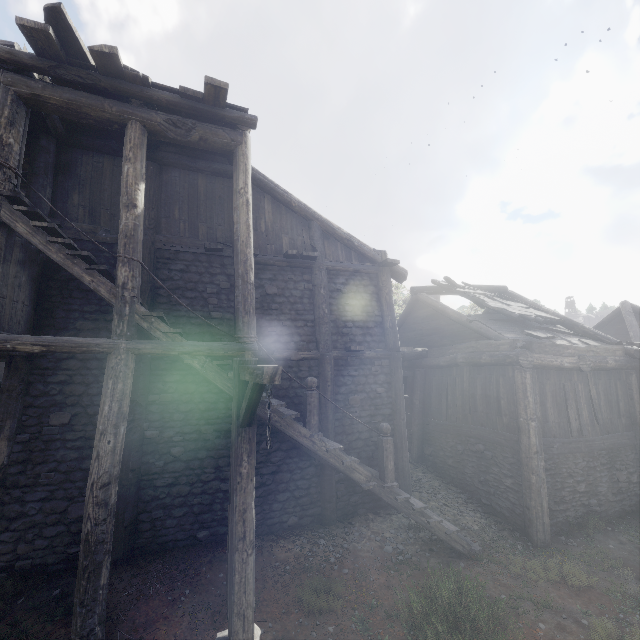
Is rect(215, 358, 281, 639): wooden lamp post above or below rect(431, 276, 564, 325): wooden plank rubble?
below

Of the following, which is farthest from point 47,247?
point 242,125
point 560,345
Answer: point 560,345

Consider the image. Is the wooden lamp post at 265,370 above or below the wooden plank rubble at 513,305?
below

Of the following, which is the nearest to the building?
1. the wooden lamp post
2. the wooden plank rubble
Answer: the wooden plank rubble

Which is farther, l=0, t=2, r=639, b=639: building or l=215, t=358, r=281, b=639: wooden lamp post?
Answer: l=0, t=2, r=639, b=639: building

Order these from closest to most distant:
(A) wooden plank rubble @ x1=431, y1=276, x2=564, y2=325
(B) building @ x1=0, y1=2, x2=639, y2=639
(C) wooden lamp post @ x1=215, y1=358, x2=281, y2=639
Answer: (C) wooden lamp post @ x1=215, y1=358, x2=281, y2=639, (B) building @ x1=0, y1=2, x2=639, y2=639, (A) wooden plank rubble @ x1=431, y1=276, x2=564, y2=325

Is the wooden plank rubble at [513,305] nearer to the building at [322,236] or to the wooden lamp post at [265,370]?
the building at [322,236]
